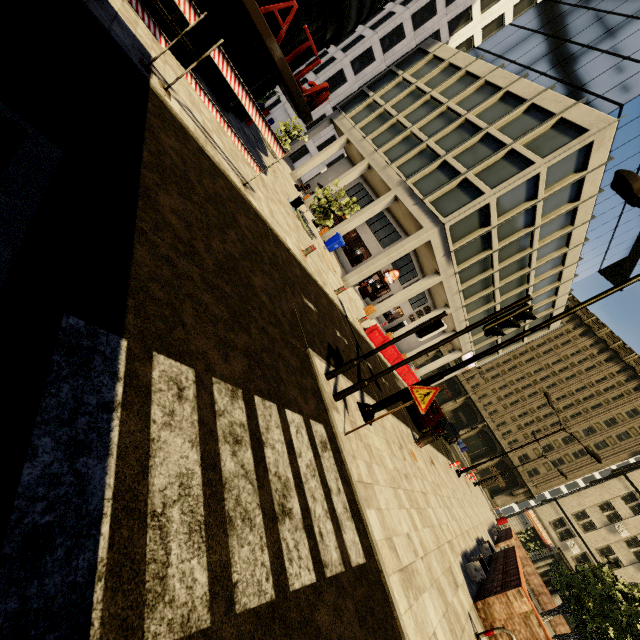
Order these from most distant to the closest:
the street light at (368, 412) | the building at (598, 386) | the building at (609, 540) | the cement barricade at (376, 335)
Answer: the building at (598, 386)
the building at (609, 540)
the cement barricade at (376, 335)
the street light at (368, 412)

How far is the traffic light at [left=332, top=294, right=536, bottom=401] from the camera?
5.45m

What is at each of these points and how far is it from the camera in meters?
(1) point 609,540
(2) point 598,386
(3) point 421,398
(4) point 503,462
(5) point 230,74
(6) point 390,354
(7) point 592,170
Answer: (1) building, 40.1
(2) building, 47.7
(3) sign, 5.4
(4) building, 49.1
(5) traffic barrier, 7.2
(6) cement barricade, 19.6
(7) building, 19.2

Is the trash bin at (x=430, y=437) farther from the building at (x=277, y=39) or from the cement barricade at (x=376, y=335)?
the building at (x=277, y=39)

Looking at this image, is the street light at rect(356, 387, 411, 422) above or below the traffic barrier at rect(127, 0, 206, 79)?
below

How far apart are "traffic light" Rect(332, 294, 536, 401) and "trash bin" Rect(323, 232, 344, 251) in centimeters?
1787cm

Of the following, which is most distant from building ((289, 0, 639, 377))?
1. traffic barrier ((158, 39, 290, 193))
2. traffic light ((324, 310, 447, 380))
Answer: traffic light ((324, 310, 447, 380))

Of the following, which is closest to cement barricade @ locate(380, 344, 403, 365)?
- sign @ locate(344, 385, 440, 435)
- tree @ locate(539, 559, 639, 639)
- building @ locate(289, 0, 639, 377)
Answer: building @ locate(289, 0, 639, 377)
